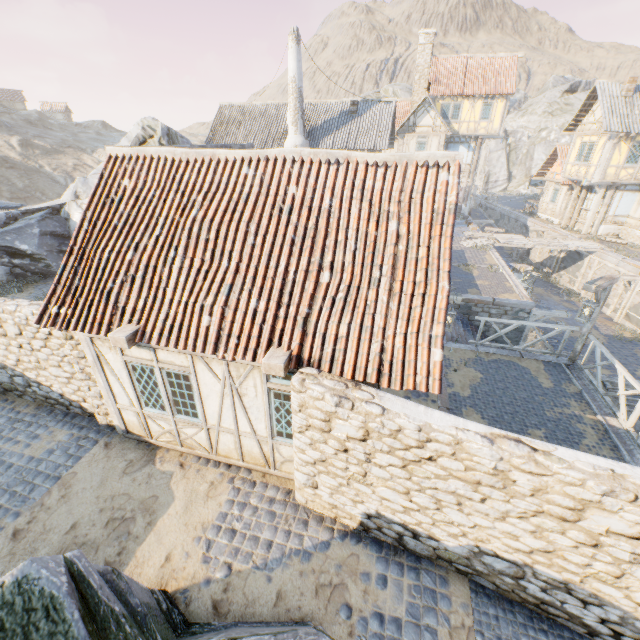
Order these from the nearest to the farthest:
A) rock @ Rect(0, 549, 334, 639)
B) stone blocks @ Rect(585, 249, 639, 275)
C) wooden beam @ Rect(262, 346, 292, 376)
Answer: rock @ Rect(0, 549, 334, 639), wooden beam @ Rect(262, 346, 292, 376), stone blocks @ Rect(585, 249, 639, 275)

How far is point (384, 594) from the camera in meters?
5.0

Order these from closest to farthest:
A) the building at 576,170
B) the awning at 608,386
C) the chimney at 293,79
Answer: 1. the awning at 608,386
2. the chimney at 293,79
3. the building at 576,170

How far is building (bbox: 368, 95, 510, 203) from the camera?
27.5 meters

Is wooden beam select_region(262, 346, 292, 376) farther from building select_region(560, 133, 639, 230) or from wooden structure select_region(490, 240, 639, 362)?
building select_region(560, 133, 639, 230)

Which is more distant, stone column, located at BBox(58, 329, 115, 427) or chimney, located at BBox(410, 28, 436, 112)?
chimney, located at BBox(410, 28, 436, 112)

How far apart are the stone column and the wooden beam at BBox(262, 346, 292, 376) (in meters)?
4.22

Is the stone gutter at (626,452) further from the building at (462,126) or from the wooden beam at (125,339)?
the building at (462,126)
